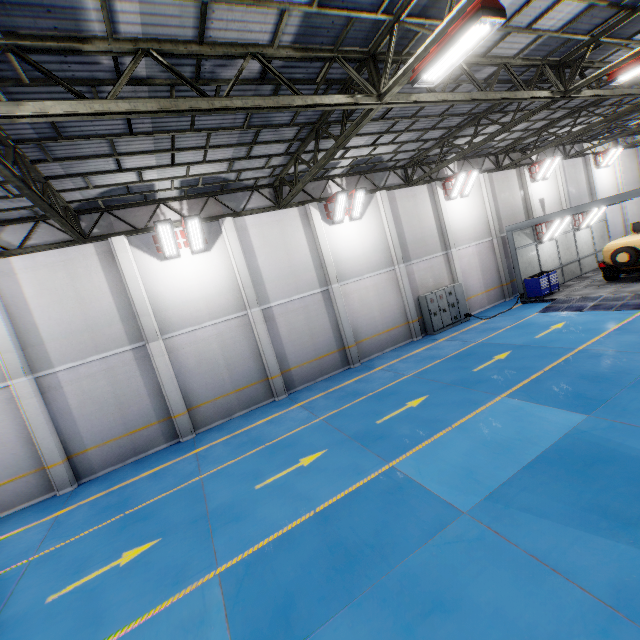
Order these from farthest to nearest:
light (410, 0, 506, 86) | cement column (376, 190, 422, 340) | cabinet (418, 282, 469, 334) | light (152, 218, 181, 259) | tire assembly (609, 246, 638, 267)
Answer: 1. cabinet (418, 282, 469, 334)
2. cement column (376, 190, 422, 340)
3. tire assembly (609, 246, 638, 267)
4. light (152, 218, 181, 259)
5. light (410, 0, 506, 86)

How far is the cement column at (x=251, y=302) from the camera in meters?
13.2

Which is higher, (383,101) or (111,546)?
(383,101)

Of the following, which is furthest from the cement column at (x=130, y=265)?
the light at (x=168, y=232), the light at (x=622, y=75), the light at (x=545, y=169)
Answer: the light at (x=545, y=169)

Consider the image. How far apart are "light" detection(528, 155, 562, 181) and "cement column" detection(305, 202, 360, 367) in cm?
1636

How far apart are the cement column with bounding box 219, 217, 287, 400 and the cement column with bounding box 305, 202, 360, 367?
3.3m

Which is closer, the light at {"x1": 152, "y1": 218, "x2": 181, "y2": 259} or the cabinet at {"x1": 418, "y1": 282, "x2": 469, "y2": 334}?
the light at {"x1": 152, "y1": 218, "x2": 181, "y2": 259}

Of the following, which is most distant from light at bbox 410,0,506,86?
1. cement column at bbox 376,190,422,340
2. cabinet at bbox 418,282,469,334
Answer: cabinet at bbox 418,282,469,334
